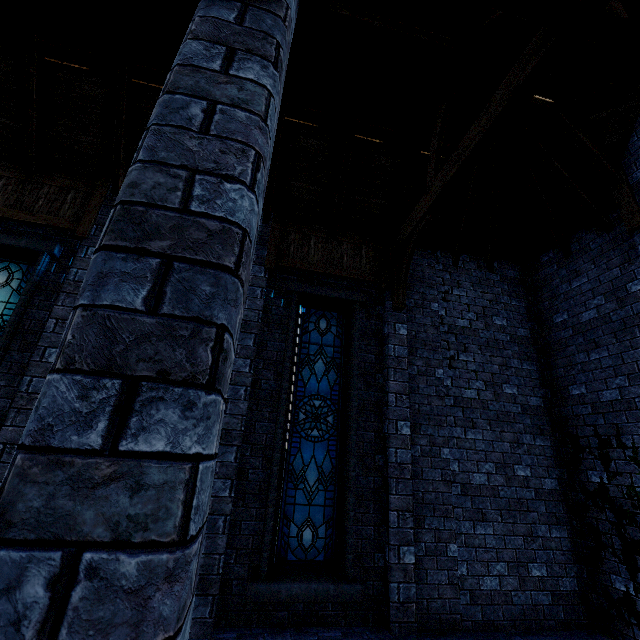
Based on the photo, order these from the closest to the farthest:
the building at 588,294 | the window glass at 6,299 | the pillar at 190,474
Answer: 1. the pillar at 190,474
2. the building at 588,294
3. the window glass at 6,299

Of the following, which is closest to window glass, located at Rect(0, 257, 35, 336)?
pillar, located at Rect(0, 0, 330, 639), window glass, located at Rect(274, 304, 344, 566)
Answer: window glass, located at Rect(274, 304, 344, 566)

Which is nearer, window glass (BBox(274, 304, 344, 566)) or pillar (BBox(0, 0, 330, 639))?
pillar (BBox(0, 0, 330, 639))

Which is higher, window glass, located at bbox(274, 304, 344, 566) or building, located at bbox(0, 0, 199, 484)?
building, located at bbox(0, 0, 199, 484)

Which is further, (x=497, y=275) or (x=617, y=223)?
(x=497, y=275)

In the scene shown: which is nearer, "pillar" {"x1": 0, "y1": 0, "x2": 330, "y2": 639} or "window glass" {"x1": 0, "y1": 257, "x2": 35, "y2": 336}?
"pillar" {"x1": 0, "y1": 0, "x2": 330, "y2": 639}

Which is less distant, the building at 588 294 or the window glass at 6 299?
the building at 588 294

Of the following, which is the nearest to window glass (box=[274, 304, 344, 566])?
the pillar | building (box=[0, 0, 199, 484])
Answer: building (box=[0, 0, 199, 484])
